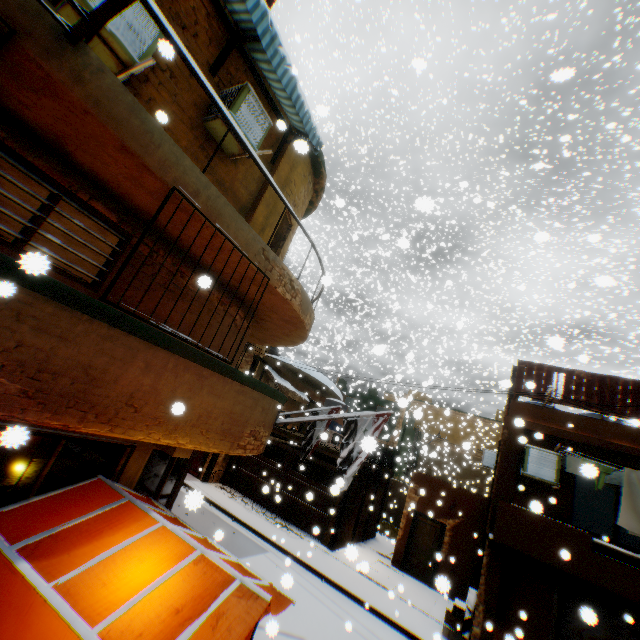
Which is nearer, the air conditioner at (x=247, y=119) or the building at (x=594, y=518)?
the air conditioner at (x=247, y=119)

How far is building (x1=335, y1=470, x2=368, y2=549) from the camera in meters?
14.2 m

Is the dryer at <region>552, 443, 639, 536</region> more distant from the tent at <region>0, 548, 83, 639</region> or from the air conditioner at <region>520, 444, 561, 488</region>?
the tent at <region>0, 548, 83, 639</region>

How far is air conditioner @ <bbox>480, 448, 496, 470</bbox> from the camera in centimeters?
1526cm

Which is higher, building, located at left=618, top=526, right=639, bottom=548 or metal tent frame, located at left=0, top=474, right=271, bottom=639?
building, located at left=618, top=526, right=639, bottom=548

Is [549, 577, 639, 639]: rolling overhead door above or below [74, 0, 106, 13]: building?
below

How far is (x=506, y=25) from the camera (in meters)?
36.22

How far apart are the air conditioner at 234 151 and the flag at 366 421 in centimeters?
489cm
